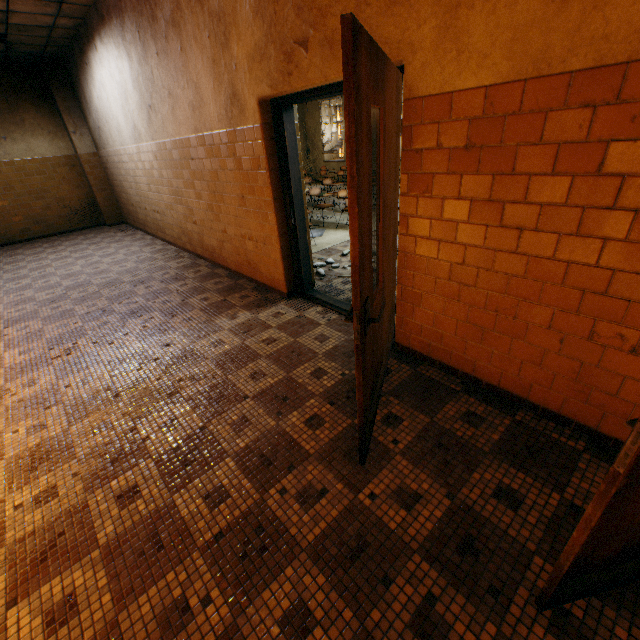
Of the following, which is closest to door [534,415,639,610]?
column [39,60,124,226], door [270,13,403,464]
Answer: door [270,13,403,464]

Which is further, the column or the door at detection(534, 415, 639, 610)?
the column

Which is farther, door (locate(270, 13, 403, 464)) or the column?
the column

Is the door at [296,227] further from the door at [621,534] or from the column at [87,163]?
the column at [87,163]

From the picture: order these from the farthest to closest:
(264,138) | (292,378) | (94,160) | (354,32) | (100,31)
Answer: (94,160) < (100,31) < (264,138) < (292,378) < (354,32)

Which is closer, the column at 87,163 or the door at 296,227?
the door at 296,227

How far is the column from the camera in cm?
799

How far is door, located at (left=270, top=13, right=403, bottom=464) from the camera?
1.13m
